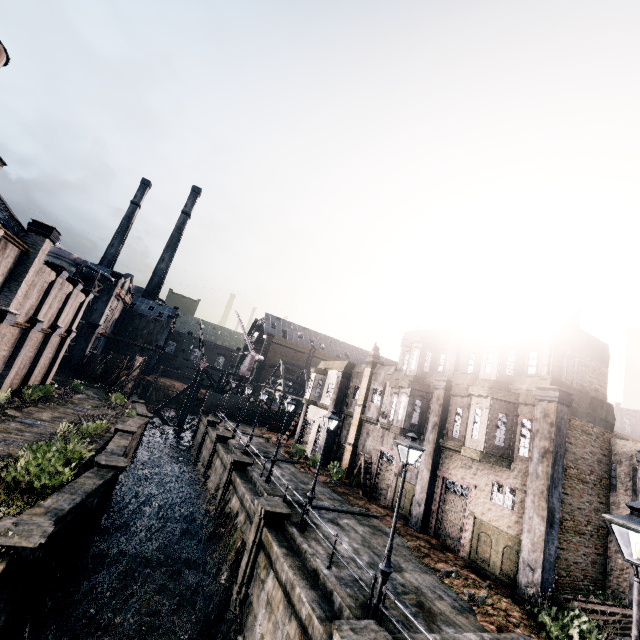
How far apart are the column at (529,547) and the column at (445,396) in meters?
5.5 m

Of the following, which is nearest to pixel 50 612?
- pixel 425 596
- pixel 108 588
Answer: pixel 108 588

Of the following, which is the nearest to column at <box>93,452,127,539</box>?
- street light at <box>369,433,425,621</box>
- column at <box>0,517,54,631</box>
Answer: column at <box>0,517,54,631</box>

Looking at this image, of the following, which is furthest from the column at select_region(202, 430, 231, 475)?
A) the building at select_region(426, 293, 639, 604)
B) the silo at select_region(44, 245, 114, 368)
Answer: the silo at select_region(44, 245, 114, 368)

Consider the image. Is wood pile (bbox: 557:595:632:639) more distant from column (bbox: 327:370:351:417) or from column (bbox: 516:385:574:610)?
column (bbox: 327:370:351:417)

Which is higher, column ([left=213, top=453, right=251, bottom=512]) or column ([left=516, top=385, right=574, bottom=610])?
column ([left=516, top=385, right=574, bottom=610])

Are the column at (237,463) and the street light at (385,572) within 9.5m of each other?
no

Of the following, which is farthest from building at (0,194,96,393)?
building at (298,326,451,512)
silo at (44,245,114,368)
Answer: building at (298,326,451,512)
